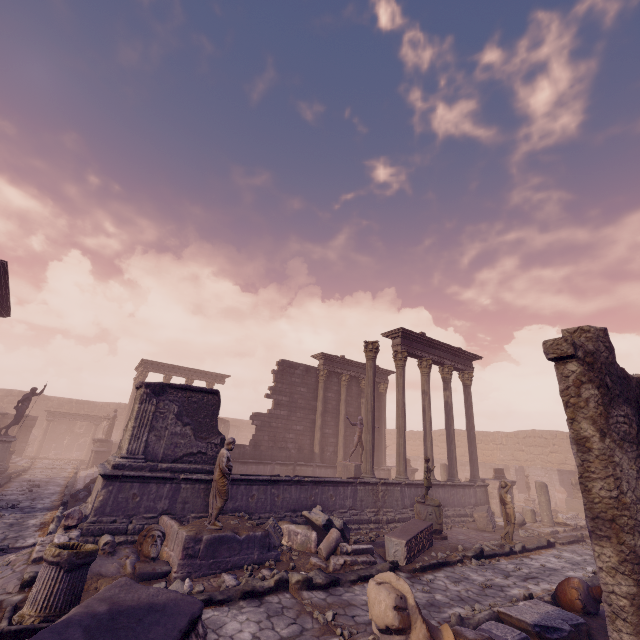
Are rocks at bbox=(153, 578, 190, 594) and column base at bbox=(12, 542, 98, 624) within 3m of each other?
yes

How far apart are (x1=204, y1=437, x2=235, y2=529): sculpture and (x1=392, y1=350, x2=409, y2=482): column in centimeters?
807cm

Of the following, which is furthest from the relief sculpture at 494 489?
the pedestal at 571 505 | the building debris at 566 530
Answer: the pedestal at 571 505

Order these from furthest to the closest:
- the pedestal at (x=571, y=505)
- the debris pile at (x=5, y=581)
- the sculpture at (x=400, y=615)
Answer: the pedestal at (x=571, y=505), the debris pile at (x=5, y=581), the sculpture at (x=400, y=615)

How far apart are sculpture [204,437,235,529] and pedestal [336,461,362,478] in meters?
8.4

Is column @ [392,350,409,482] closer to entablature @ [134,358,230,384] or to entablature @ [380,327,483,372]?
entablature @ [380,327,483,372]

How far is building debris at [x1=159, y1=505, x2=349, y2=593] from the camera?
6.4m

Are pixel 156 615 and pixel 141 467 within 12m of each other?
yes
